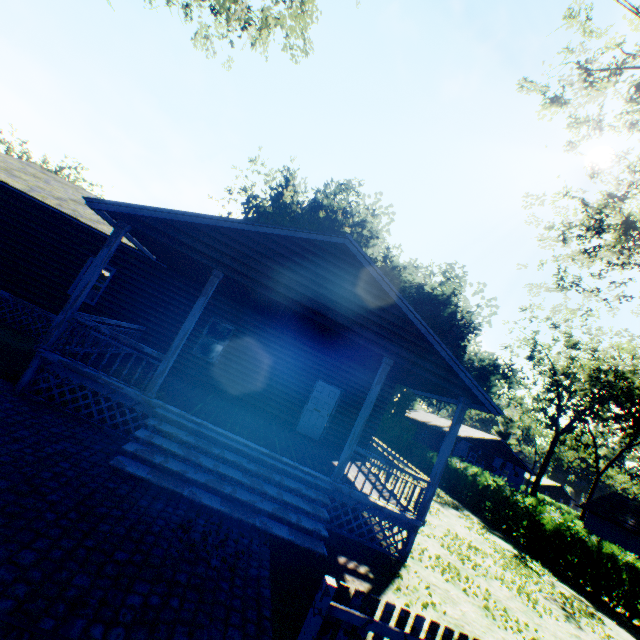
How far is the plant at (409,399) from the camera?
33.4 meters

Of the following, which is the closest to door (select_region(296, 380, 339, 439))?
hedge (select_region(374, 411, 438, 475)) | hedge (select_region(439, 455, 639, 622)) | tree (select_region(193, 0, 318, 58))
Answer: hedge (select_region(439, 455, 639, 622))

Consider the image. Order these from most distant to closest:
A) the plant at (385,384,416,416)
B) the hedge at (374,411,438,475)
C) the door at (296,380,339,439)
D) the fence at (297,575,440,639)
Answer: the plant at (385,384,416,416), the hedge at (374,411,438,475), the door at (296,380,339,439), the fence at (297,575,440,639)

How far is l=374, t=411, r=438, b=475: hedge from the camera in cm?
2900

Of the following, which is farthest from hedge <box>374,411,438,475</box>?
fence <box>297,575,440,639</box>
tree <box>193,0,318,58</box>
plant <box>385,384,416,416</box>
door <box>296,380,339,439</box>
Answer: tree <box>193,0,318,58</box>

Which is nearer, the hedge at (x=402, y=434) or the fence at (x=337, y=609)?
the fence at (x=337, y=609)

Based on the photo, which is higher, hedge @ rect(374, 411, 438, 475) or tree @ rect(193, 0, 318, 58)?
tree @ rect(193, 0, 318, 58)

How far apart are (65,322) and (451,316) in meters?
41.9
